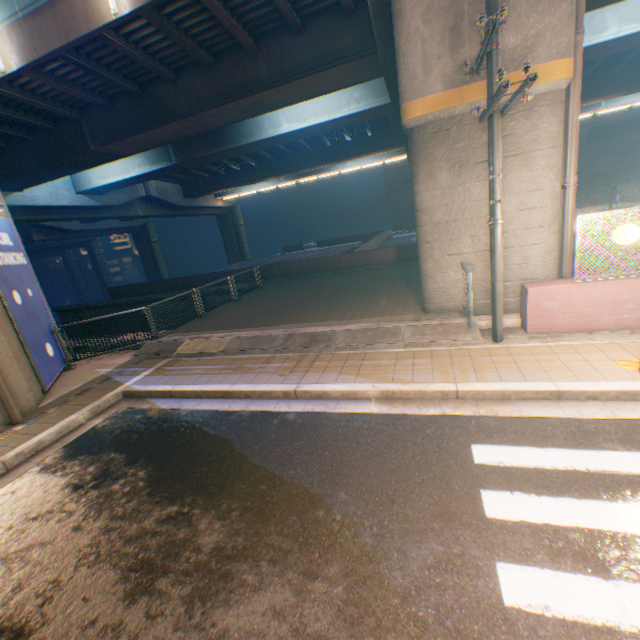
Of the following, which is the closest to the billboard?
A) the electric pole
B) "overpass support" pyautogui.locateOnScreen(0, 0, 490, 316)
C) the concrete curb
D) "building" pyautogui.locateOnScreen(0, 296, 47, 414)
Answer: "building" pyautogui.locateOnScreen(0, 296, 47, 414)

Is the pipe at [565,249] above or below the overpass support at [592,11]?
below

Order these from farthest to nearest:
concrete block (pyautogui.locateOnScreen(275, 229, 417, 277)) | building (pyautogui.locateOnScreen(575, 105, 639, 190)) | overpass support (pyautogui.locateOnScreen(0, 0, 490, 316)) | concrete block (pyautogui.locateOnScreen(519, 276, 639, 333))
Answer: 1. building (pyautogui.locateOnScreen(575, 105, 639, 190))
2. concrete block (pyautogui.locateOnScreen(275, 229, 417, 277))
3. overpass support (pyautogui.locateOnScreen(0, 0, 490, 316))
4. concrete block (pyautogui.locateOnScreen(519, 276, 639, 333))

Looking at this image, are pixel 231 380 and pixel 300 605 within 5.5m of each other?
yes

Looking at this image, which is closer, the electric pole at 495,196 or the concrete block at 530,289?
the electric pole at 495,196

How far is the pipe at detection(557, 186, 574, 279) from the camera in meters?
7.2

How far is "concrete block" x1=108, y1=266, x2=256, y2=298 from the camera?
20.7 meters

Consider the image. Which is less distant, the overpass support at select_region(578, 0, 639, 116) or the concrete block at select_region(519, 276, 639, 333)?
the concrete block at select_region(519, 276, 639, 333)
